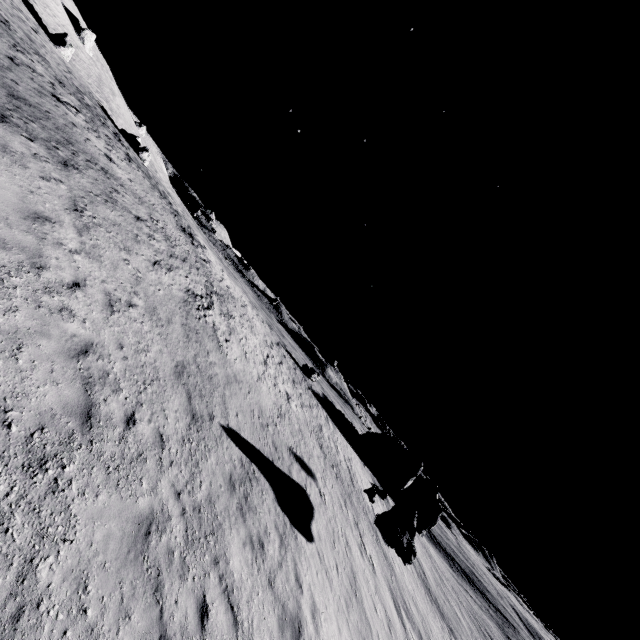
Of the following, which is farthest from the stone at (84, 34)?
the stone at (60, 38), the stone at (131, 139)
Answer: the stone at (131, 139)

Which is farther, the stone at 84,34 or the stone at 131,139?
the stone at 84,34

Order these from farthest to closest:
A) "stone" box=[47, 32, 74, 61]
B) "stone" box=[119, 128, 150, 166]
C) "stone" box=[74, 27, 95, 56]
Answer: "stone" box=[74, 27, 95, 56], "stone" box=[119, 128, 150, 166], "stone" box=[47, 32, 74, 61]

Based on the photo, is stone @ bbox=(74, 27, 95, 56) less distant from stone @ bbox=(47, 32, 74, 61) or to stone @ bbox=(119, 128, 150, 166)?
stone @ bbox=(47, 32, 74, 61)

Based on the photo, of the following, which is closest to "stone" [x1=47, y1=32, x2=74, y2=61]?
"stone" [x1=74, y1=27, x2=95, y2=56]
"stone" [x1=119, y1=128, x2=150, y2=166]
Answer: "stone" [x1=119, y1=128, x2=150, y2=166]

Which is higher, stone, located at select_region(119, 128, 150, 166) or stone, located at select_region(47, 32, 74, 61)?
stone, located at select_region(47, 32, 74, 61)

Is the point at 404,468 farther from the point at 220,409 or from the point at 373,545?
the point at 220,409

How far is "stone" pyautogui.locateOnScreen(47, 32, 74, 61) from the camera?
39.0 meters
